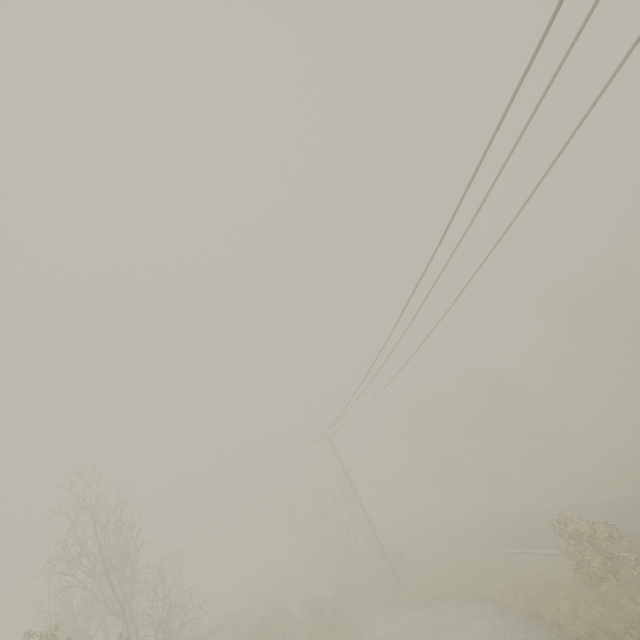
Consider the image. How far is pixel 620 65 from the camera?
5.8m
